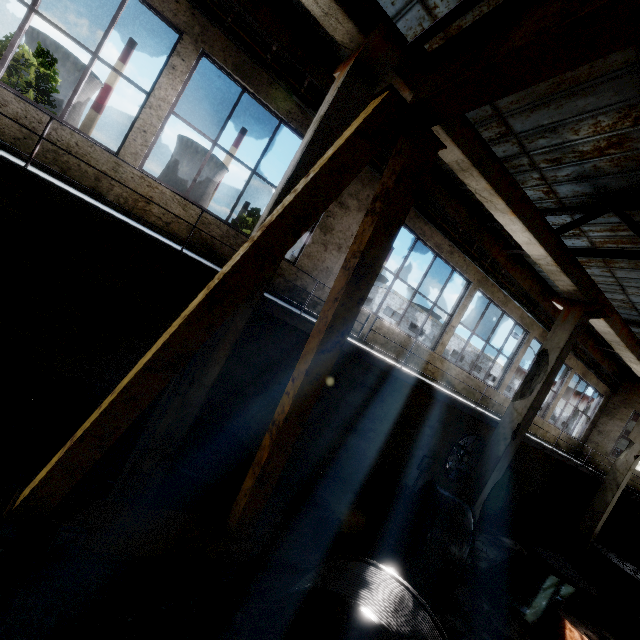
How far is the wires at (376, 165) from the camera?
8.0m

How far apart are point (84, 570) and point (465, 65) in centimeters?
693cm

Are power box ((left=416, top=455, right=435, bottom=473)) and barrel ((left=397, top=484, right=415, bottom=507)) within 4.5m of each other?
yes

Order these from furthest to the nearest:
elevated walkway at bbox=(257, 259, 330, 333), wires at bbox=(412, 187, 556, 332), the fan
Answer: the fan, wires at bbox=(412, 187, 556, 332), elevated walkway at bbox=(257, 259, 330, 333)

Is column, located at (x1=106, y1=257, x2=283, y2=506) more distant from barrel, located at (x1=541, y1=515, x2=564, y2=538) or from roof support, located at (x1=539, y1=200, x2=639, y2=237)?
barrel, located at (x1=541, y1=515, x2=564, y2=538)

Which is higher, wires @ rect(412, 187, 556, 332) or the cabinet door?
wires @ rect(412, 187, 556, 332)

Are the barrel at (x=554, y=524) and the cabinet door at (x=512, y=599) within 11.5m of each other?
yes

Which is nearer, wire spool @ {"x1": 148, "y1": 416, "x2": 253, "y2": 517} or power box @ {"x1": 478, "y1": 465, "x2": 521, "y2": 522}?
wire spool @ {"x1": 148, "y1": 416, "x2": 253, "y2": 517}
